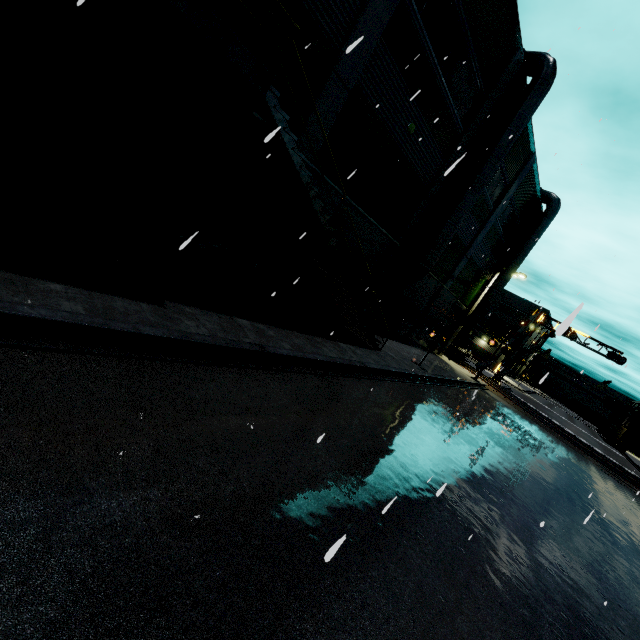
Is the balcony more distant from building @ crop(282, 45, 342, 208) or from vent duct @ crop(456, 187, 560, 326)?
vent duct @ crop(456, 187, 560, 326)

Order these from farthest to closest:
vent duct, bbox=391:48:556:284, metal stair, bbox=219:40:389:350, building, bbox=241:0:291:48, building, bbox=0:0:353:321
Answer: vent duct, bbox=391:48:556:284, building, bbox=241:0:291:48, metal stair, bbox=219:40:389:350, building, bbox=0:0:353:321

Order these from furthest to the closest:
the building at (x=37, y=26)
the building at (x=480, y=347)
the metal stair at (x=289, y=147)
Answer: the building at (x=480, y=347) → the metal stair at (x=289, y=147) → the building at (x=37, y=26)

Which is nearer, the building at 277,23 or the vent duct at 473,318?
the building at 277,23

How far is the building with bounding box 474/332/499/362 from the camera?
58.5 meters

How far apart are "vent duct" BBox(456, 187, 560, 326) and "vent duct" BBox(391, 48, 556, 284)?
12.3 meters

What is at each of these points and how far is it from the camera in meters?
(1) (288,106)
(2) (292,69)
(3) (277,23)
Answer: (1) building, 9.5 m
(2) building, 9.0 m
(3) building, 8.2 m

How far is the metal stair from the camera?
6.9m
